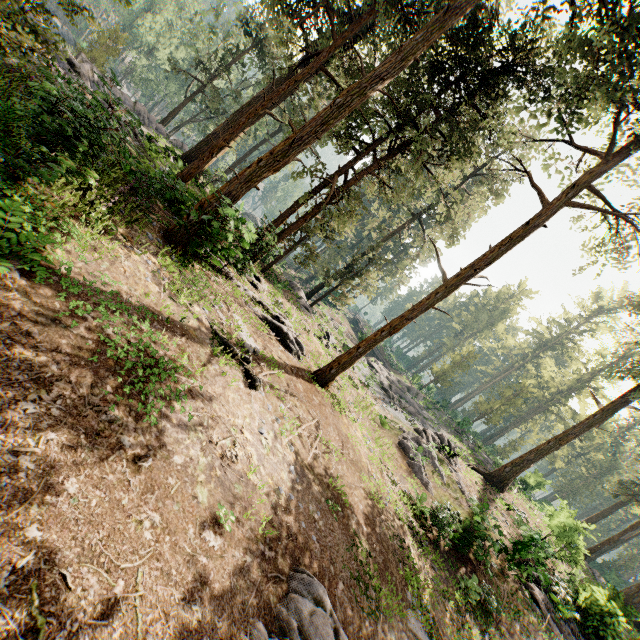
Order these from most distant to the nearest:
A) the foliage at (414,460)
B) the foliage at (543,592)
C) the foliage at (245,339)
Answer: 1. the foliage at (414,460)
2. the foliage at (543,592)
3. the foliage at (245,339)

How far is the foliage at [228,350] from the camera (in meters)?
9.30

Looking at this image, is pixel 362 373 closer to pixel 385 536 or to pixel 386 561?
pixel 385 536

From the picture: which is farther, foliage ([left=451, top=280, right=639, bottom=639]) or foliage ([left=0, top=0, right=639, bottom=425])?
foliage ([left=451, top=280, right=639, bottom=639])

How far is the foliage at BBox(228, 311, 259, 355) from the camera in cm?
1064
